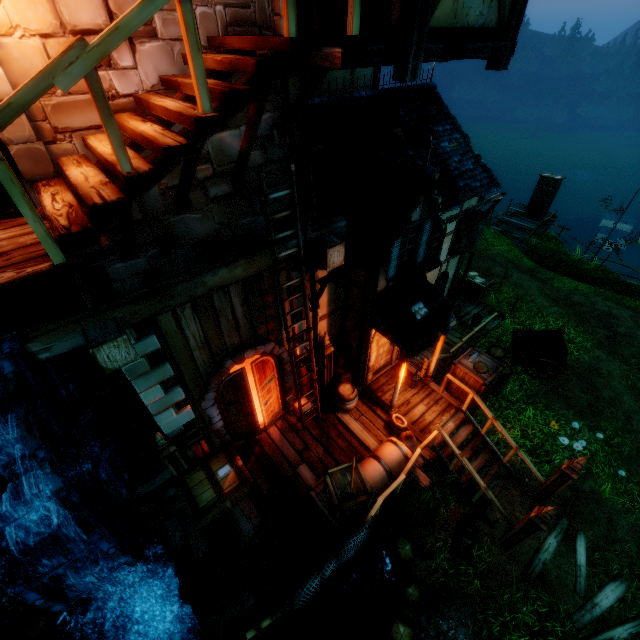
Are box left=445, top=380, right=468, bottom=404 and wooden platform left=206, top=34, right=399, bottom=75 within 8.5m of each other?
yes

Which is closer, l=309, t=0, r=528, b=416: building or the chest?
l=309, t=0, r=528, b=416: building

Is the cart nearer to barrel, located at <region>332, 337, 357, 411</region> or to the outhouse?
barrel, located at <region>332, 337, 357, 411</region>

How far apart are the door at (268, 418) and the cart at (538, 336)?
8.1 meters

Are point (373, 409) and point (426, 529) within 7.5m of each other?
yes

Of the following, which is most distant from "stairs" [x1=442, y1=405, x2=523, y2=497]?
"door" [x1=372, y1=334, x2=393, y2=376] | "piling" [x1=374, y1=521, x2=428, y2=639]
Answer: "door" [x1=372, y1=334, x2=393, y2=376]

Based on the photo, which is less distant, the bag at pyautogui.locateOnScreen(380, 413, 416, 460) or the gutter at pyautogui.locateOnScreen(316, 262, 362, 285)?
the gutter at pyautogui.locateOnScreen(316, 262, 362, 285)

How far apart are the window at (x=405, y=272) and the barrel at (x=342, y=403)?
2.30m
